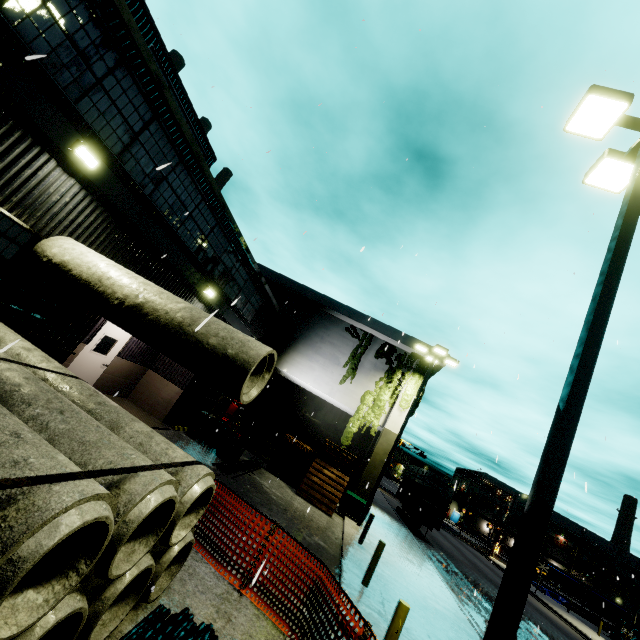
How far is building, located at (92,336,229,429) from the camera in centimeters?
1253cm

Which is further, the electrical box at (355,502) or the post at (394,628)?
the electrical box at (355,502)

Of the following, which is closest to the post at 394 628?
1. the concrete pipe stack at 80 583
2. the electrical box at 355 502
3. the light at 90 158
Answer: the concrete pipe stack at 80 583

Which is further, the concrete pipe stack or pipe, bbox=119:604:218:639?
pipe, bbox=119:604:218:639

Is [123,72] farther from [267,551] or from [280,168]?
[267,551]

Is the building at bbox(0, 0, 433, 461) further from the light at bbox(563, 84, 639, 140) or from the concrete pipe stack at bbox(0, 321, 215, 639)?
the light at bbox(563, 84, 639, 140)

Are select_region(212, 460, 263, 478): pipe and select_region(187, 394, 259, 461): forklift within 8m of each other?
yes

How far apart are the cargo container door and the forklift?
18.2 meters
